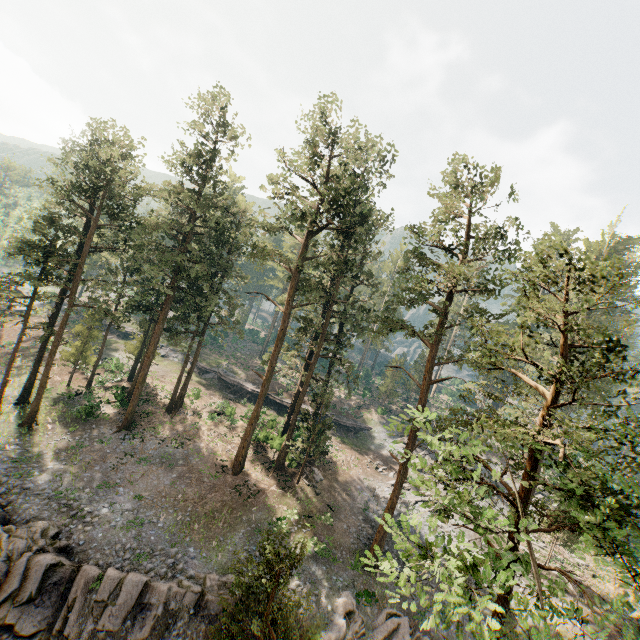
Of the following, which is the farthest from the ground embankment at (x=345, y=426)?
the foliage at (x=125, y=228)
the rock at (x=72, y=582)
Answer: the rock at (x=72, y=582)

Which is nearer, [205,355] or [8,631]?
[8,631]

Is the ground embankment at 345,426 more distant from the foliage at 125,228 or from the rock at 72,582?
the rock at 72,582

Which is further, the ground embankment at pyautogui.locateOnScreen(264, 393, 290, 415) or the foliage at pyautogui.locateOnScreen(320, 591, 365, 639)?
the ground embankment at pyautogui.locateOnScreen(264, 393, 290, 415)

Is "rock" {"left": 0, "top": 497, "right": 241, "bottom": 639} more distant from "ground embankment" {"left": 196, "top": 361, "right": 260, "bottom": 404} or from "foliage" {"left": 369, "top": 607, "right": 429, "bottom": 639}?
"ground embankment" {"left": 196, "top": 361, "right": 260, "bottom": 404}

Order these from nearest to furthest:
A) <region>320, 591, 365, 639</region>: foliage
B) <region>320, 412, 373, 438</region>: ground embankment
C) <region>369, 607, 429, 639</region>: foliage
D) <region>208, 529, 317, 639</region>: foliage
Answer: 1. <region>208, 529, 317, 639</region>: foliage
2. <region>320, 591, 365, 639</region>: foliage
3. <region>369, 607, 429, 639</region>: foliage
4. <region>320, 412, 373, 438</region>: ground embankment

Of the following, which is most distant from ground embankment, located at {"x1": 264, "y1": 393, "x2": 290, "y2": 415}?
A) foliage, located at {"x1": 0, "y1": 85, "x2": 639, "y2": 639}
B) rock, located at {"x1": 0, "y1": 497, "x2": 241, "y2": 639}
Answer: rock, located at {"x1": 0, "y1": 497, "x2": 241, "y2": 639}

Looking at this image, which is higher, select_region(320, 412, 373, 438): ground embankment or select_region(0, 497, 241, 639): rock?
select_region(320, 412, 373, 438): ground embankment
